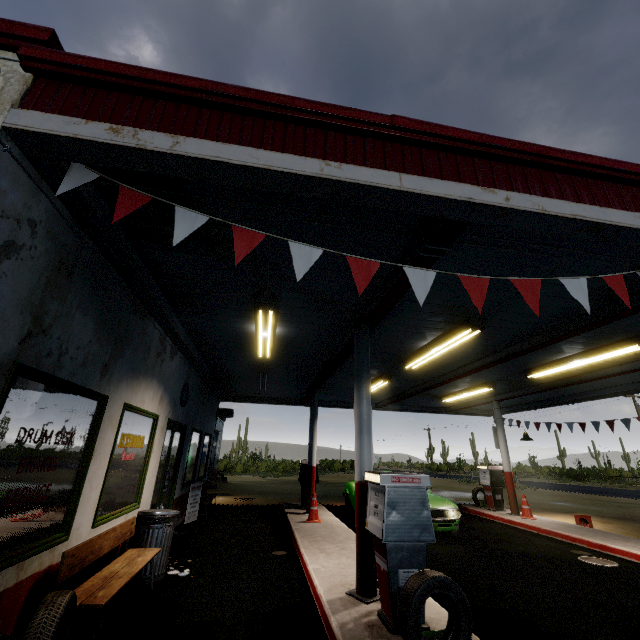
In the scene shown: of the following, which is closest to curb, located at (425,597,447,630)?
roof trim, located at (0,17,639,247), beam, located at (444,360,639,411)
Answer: roof trim, located at (0,17,639,247)

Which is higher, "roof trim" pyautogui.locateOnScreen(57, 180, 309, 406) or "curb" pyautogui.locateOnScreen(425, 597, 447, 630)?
"roof trim" pyautogui.locateOnScreen(57, 180, 309, 406)

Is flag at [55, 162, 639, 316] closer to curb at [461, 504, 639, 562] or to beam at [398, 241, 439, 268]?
beam at [398, 241, 439, 268]

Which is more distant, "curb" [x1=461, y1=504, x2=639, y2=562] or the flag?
"curb" [x1=461, y1=504, x2=639, y2=562]

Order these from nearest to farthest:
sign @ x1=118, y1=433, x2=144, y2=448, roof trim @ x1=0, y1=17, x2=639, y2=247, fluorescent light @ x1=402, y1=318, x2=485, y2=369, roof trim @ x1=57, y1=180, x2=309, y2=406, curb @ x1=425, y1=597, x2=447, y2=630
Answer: roof trim @ x1=0, y1=17, x2=639, y2=247 → roof trim @ x1=57, y1=180, x2=309, y2=406 → curb @ x1=425, y1=597, x2=447, y2=630 → sign @ x1=118, y1=433, x2=144, y2=448 → fluorescent light @ x1=402, y1=318, x2=485, y2=369

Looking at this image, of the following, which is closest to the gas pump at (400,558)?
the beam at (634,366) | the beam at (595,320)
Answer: the beam at (595,320)

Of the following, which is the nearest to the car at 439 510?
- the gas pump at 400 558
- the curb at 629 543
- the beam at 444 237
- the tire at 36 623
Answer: the curb at 629 543

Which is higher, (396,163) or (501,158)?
(501,158)
